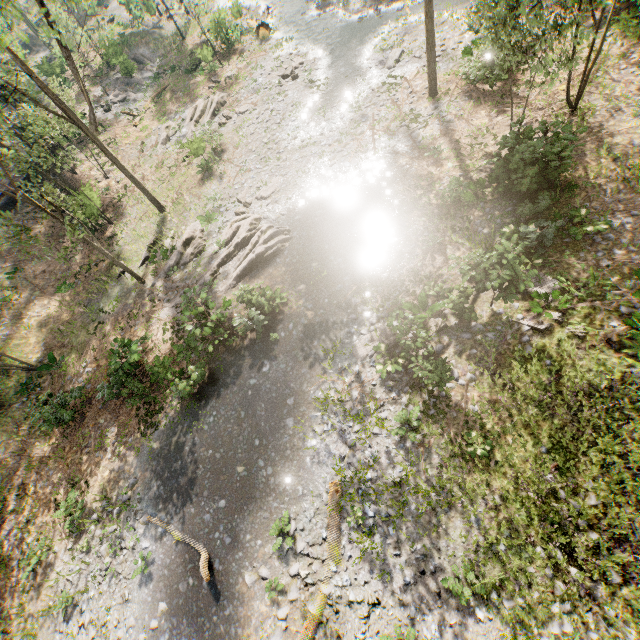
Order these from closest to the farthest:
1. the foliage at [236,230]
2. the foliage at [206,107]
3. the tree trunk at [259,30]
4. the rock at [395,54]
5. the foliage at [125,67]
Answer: the foliage at [236,230] < the rock at [395,54] < the foliage at [206,107] < the tree trunk at [259,30] < the foliage at [125,67]

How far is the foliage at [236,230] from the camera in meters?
17.0

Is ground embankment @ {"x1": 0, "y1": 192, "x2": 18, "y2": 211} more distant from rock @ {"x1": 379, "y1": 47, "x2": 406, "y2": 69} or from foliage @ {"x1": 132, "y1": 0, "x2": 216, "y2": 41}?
rock @ {"x1": 379, "y1": 47, "x2": 406, "y2": 69}

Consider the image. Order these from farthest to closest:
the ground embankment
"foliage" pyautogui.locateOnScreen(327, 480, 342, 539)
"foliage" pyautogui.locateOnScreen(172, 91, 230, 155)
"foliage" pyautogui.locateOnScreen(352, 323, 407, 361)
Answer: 1. "foliage" pyautogui.locateOnScreen(172, 91, 230, 155)
2. the ground embankment
3. "foliage" pyautogui.locateOnScreen(352, 323, 407, 361)
4. "foliage" pyautogui.locateOnScreen(327, 480, 342, 539)

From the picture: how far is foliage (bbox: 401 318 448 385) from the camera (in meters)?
11.25

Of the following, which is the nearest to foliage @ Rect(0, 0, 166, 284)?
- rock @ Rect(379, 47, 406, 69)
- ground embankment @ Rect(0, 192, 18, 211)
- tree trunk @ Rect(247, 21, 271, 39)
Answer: ground embankment @ Rect(0, 192, 18, 211)

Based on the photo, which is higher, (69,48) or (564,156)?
(69,48)

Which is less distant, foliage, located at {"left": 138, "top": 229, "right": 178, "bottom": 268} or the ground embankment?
foliage, located at {"left": 138, "top": 229, "right": 178, "bottom": 268}
